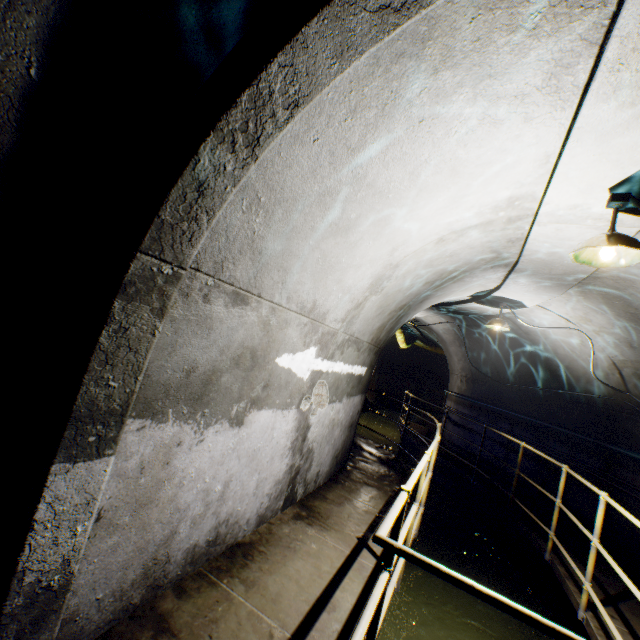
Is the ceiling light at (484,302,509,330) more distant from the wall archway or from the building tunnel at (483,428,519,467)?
the wall archway

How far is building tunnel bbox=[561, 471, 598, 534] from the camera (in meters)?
5.75

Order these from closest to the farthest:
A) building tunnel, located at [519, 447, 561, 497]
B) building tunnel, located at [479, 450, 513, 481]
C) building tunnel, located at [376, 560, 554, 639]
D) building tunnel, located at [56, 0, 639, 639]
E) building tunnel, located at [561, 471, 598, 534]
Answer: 1. building tunnel, located at [56, 0, 639, 639]
2. building tunnel, located at [376, 560, 554, 639]
3. building tunnel, located at [561, 471, 598, 534]
4. building tunnel, located at [519, 447, 561, 497]
5. building tunnel, located at [479, 450, 513, 481]

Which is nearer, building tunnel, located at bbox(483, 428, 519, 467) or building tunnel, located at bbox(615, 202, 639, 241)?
building tunnel, located at bbox(615, 202, 639, 241)

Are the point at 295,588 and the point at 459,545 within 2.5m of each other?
no

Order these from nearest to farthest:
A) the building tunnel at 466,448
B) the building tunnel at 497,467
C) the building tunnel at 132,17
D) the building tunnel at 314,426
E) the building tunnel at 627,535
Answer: the building tunnel at 132,17
the building tunnel at 314,426
the building tunnel at 627,535
the building tunnel at 497,467
the building tunnel at 466,448

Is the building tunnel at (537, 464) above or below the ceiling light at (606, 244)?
below
